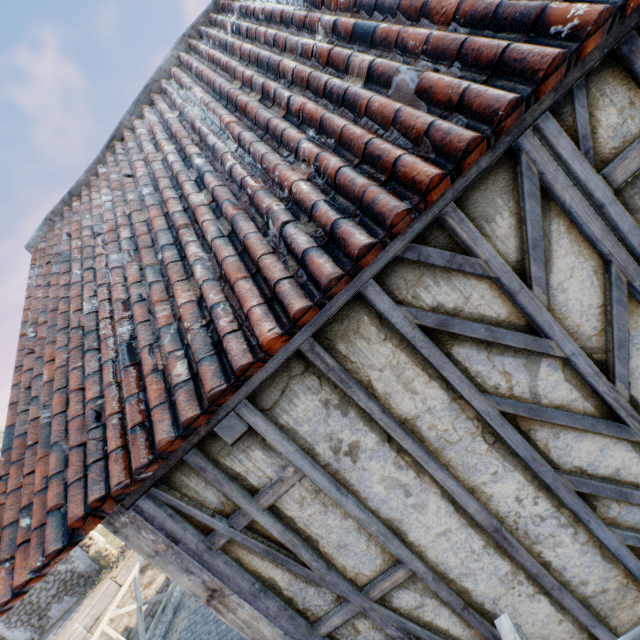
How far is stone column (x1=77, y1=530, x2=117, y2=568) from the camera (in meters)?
14.20

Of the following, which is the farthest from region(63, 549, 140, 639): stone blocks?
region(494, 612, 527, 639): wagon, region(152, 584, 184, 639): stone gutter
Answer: region(494, 612, 527, 639): wagon

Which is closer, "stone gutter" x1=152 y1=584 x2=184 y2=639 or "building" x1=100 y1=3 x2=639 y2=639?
"building" x1=100 y1=3 x2=639 y2=639

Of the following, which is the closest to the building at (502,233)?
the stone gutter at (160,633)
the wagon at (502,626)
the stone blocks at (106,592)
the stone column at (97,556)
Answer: the wagon at (502,626)

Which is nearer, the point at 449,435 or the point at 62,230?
the point at 449,435

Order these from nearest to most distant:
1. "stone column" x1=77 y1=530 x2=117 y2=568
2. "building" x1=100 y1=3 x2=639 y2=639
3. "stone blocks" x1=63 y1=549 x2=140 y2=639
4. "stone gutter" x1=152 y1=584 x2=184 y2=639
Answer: "building" x1=100 y1=3 x2=639 y2=639 < "stone gutter" x1=152 y1=584 x2=184 y2=639 < "stone blocks" x1=63 y1=549 x2=140 y2=639 < "stone column" x1=77 y1=530 x2=117 y2=568

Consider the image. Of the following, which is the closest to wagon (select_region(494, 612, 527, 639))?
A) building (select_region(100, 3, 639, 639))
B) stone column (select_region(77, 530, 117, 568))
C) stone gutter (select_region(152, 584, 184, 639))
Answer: building (select_region(100, 3, 639, 639))

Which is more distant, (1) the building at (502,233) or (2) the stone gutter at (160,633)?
(2) the stone gutter at (160,633)
